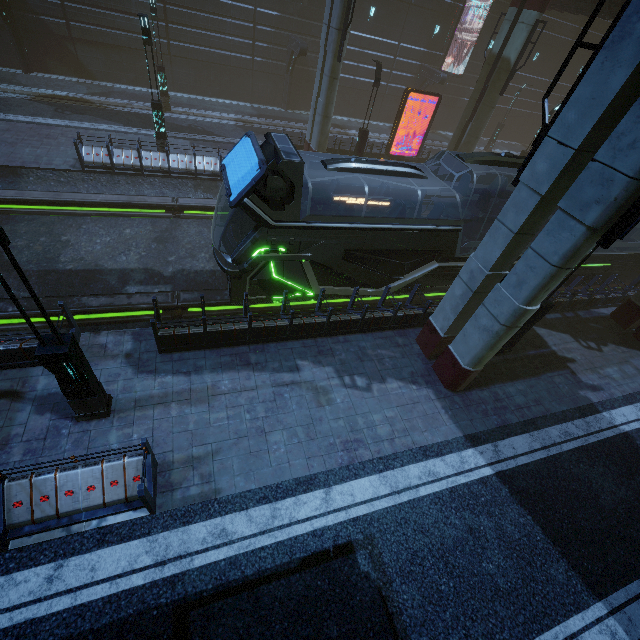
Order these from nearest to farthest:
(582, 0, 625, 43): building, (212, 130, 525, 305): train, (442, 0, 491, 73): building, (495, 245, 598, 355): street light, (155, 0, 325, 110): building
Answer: (212, 130, 525, 305): train → (495, 245, 598, 355): street light → (582, 0, 625, 43): building → (155, 0, 325, 110): building → (442, 0, 491, 73): building

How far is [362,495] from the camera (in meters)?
7.33

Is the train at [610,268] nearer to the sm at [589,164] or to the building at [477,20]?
the building at [477,20]

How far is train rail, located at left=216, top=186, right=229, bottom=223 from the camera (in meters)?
15.60

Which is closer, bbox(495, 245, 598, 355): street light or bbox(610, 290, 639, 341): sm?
bbox(495, 245, 598, 355): street light

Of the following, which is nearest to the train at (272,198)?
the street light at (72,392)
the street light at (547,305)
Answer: the street light at (547,305)

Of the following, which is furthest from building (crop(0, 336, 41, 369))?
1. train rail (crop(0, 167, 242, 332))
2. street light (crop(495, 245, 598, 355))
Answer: street light (crop(495, 245, 598, 355))

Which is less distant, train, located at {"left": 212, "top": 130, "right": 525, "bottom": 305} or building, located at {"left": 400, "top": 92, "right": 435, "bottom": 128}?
train, located at {"left": 212, "top": 130, "right": 525, "bottom": 305}
